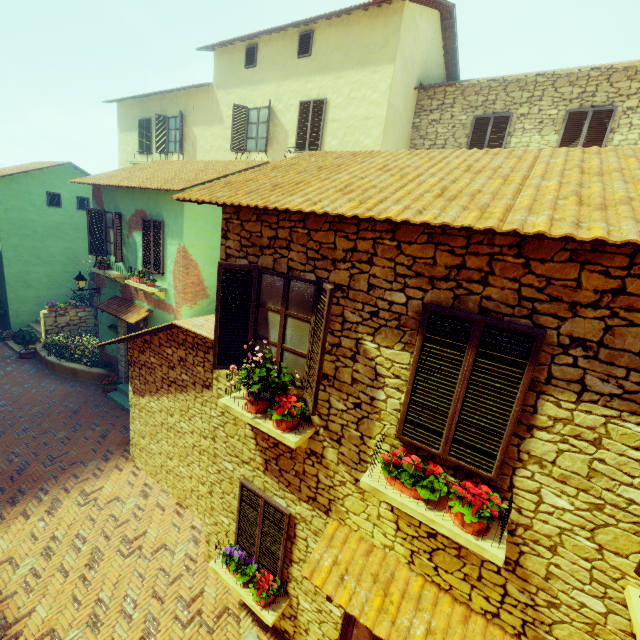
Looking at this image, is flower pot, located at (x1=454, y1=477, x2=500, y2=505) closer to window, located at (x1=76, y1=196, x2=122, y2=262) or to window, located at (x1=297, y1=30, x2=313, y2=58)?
window, located at (x1=76, y1=196, x2=122, y2=262)

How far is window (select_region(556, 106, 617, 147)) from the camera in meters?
8.7 m

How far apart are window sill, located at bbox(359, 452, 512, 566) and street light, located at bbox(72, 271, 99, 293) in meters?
12.6

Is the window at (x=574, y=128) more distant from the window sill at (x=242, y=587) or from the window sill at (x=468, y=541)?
the window sill at (x=242, y=587)

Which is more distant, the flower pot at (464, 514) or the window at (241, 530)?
the window at (241, 530)

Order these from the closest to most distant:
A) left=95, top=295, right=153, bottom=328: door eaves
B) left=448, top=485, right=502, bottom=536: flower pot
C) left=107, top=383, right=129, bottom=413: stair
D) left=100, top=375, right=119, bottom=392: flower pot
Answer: left=448, top=485, right=502, bottom=536: flower pot < left=95, top=295, right=153, bottom=328: door eaves < left=107, top=383, right=129, bottom=413: stair < left=100, top=375, right=119, bottom=392: flower pot

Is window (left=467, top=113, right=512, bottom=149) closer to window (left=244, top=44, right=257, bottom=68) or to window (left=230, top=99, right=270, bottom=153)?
window (left=230, top=99, right=270, bottom=153)

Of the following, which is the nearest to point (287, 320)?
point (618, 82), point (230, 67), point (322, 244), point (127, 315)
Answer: point (322, 244)
